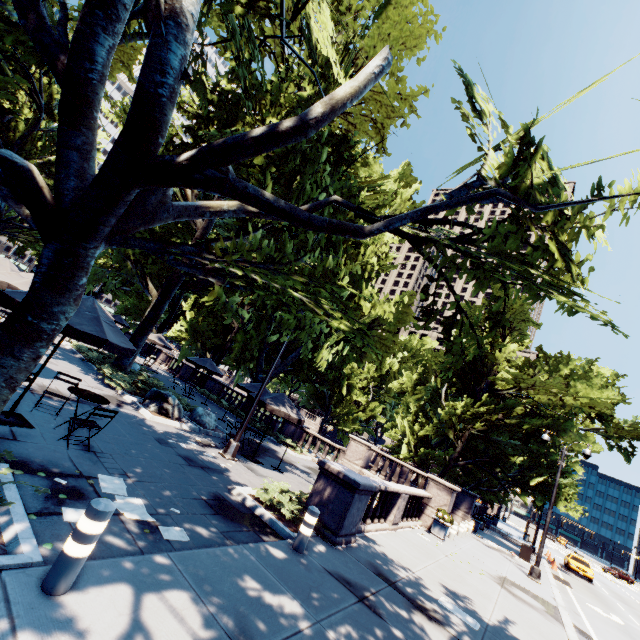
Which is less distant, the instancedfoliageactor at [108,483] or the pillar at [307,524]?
the instancedfoliageactor at [108,483]

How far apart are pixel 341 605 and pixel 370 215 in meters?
6.8 m

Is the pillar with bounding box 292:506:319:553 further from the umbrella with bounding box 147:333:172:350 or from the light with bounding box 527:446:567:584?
the umbrella with bounding box 147:333:172:350

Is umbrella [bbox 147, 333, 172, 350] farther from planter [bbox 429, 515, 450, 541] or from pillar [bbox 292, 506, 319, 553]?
pillar [bbox 292, 506, 319, 553]

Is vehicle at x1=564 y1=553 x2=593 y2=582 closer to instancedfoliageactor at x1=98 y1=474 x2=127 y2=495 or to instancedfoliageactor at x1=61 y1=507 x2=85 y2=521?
instancedfoliageactor at x1=98 y1=474 x2=127 y2=495

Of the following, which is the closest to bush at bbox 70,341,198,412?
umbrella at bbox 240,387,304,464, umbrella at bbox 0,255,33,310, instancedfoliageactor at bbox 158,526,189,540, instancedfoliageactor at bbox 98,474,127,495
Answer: umbrella at bbox 0,255,33,310

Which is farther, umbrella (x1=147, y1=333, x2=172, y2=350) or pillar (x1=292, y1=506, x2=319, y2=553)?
umbrella (x1=147, y1=333, x2=172, y2=350)

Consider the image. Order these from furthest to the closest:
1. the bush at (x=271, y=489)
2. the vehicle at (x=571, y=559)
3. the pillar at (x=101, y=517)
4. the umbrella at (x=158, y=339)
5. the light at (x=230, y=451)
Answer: the vehicle at (x=571, y=559)
the umbrella at (x=158, y=339)
the light at (x=230, y=451)
the bush at (x=271, y=489)
the pillar at (x=101, y=517)
